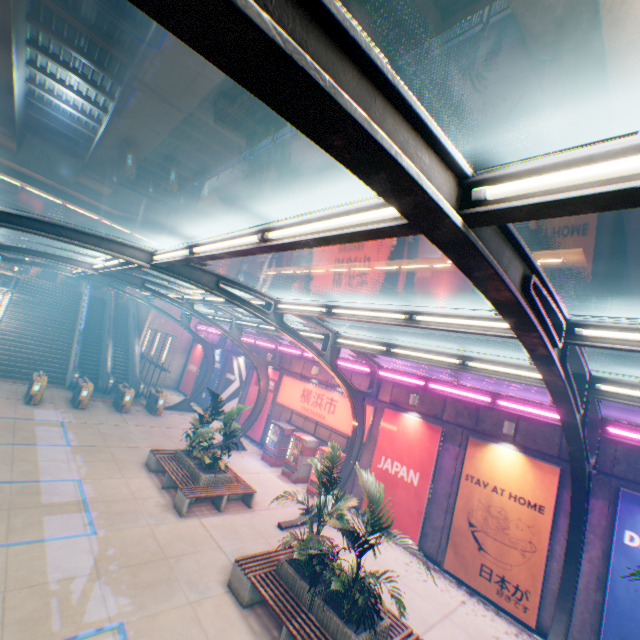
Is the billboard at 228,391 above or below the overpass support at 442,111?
below

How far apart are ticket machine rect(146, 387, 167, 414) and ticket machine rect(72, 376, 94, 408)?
A: 3.38m

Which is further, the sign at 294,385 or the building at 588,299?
the building at 588,299

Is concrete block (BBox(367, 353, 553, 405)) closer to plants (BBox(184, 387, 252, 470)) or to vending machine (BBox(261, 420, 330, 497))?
vending machine (BBox(261, 420, 330, 497))

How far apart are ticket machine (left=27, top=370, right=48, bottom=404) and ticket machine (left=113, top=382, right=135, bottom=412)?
3.5 meters

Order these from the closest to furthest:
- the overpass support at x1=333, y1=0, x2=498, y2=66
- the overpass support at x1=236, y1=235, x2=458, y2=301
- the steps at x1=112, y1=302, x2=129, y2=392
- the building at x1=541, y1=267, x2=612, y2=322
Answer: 1. the overpass support at x1=333, y1=0, x2=498, y2=66
2. the overpass support at x1=236, y1=235, x2=458, y2=301
3. the steps at x1=112, y1=302, x2=129, y2=392
4. the building at x1=541, y1=267, x2=612, y2=322

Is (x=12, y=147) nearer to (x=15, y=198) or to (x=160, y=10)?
(x=15, y=198)

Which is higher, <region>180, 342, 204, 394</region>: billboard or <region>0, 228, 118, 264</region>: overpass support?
<region>0, 228, 118, 264</region>: overpass support
